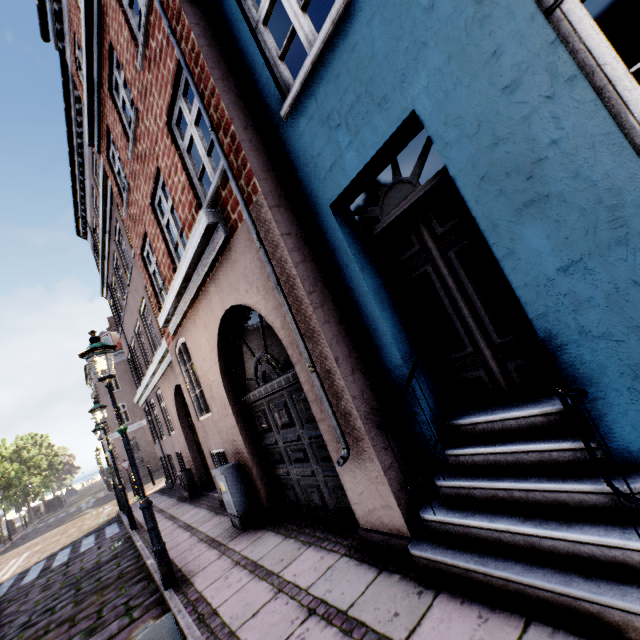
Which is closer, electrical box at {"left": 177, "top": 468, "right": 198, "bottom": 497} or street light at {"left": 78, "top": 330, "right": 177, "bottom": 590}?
street light at {"left": 78, "top": 330, "right": 177, "bottom": 590}

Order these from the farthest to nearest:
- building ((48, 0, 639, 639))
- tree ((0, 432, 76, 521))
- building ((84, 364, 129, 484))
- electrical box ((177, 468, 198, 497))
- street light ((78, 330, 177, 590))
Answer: building ((84, 364, 129, 484)) < tree ((0, 432, 76, 521)) < electrical box ((177, 468, 198, 497)) < street light ((78, 330, 177, 590)) < building ((48, 0, 639, 639))

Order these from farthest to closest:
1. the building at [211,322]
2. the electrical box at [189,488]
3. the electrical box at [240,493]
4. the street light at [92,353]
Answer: the electrical box at [189,488]
the electrical box at [240,493]
the street light at [92,353]
the building at [211,322]

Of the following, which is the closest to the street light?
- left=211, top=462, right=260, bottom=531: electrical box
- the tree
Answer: the tree

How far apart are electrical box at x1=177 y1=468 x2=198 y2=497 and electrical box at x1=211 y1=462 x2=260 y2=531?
5.35m

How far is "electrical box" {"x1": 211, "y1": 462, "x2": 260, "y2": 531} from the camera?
5.5m

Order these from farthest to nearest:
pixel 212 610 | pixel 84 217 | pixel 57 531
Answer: pixel 57 531 < pixel 84 217 < pixel 212 610

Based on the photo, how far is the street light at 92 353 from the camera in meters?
4.6
